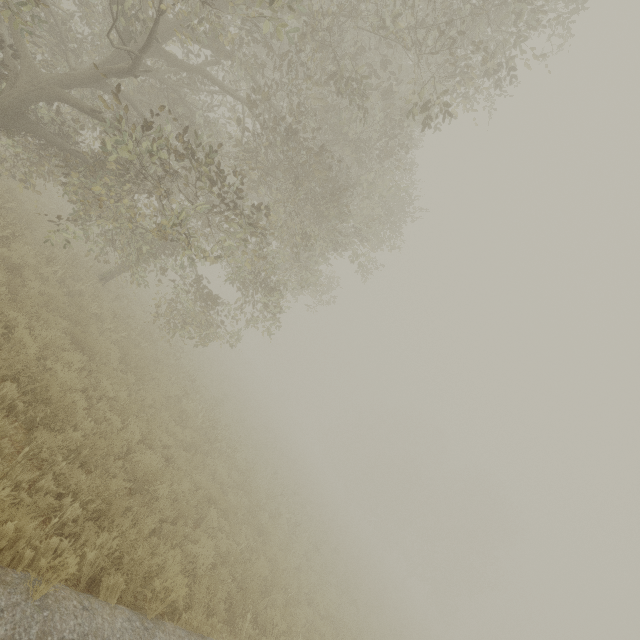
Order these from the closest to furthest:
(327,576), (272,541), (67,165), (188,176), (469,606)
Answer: (67,165) → (272,541) → (188,176) → (327,576) → (469,606)
